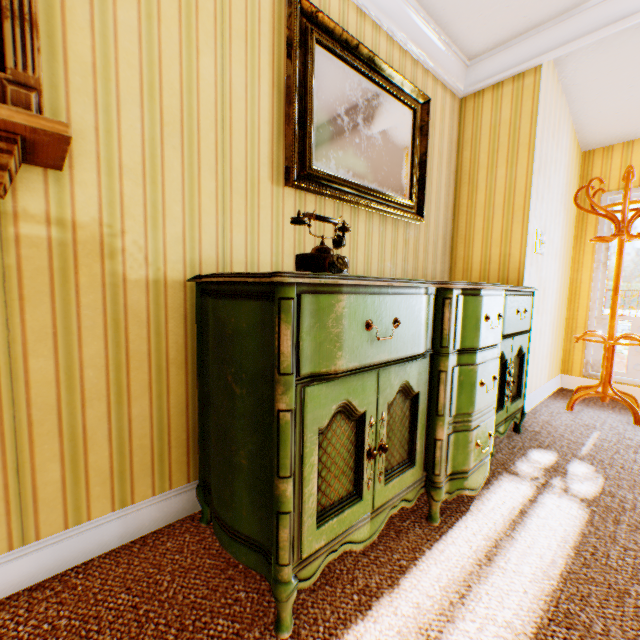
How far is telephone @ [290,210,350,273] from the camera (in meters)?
1.33

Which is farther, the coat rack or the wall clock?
the coat rack

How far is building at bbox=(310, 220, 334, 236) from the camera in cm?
200

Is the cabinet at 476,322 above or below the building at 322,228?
below

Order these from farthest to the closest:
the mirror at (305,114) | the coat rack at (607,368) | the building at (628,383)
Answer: the building at (628,383) < the coat rack at (607,368) < the mirror at (305,114)

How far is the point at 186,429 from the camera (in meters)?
1.58

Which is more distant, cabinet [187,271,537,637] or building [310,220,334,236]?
building [310,220,334,236]

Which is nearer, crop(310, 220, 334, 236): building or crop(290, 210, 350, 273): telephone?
crop(290, 210, 350, 273): telephone
